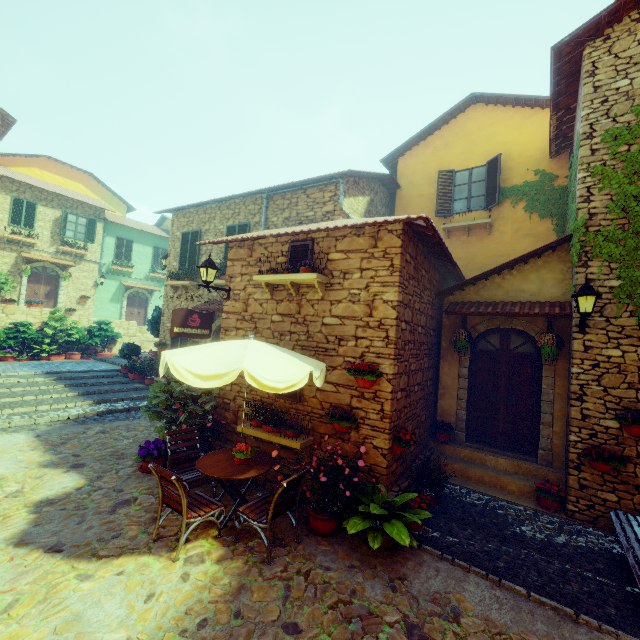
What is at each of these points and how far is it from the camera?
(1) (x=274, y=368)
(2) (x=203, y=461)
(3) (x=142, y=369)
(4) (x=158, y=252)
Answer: (1) table, 4.4 meters
(2) table, 5.1 meters
(3) flower pot, 12.5 meters
(4) window, 24.7 meters

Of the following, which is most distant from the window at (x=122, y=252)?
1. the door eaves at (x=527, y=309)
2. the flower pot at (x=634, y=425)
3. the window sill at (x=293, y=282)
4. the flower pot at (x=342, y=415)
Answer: the flower pot at (x=634, y=425)

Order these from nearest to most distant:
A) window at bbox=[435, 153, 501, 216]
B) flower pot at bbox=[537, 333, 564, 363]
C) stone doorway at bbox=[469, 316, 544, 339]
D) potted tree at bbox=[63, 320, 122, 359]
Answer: flower pot at bbox=[537, 333, 564, 363]
stone doorway at bbox=[469, 316, 544, 339]
window at bbox=[435, 153, 501, 216]
potted tree at bbox=[63, 320, 122, 359]

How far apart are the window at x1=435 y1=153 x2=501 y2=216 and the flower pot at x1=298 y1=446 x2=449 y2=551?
9.09m

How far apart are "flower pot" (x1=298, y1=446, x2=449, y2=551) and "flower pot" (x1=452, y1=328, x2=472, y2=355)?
3.8 meters

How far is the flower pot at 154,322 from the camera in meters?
13.7 m

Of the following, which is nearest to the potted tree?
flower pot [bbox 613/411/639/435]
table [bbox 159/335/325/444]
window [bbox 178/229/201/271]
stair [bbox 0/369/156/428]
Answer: stair [bbox 0/369/156/428]

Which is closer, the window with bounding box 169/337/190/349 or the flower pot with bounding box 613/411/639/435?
the flower pot with bounding box 613/411/639/435
